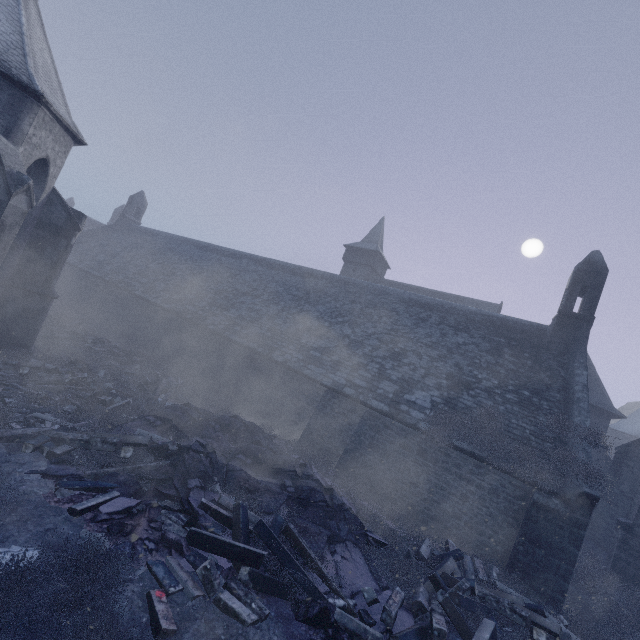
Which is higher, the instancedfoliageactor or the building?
the building

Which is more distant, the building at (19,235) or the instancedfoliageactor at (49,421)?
the building at (19,235)

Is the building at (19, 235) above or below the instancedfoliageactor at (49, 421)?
above

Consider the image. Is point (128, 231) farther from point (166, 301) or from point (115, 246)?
point (166, 301)

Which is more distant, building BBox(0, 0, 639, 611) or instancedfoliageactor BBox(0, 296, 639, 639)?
building BBox(0, 0, 639, 611)
